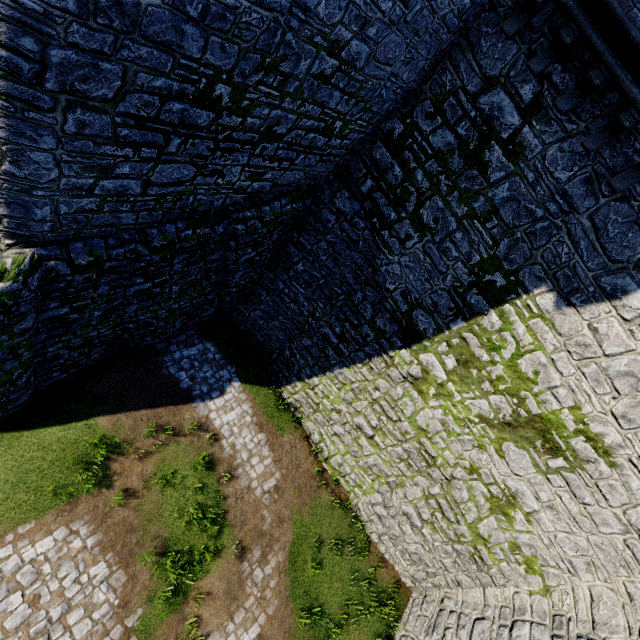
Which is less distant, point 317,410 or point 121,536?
point 121,536
